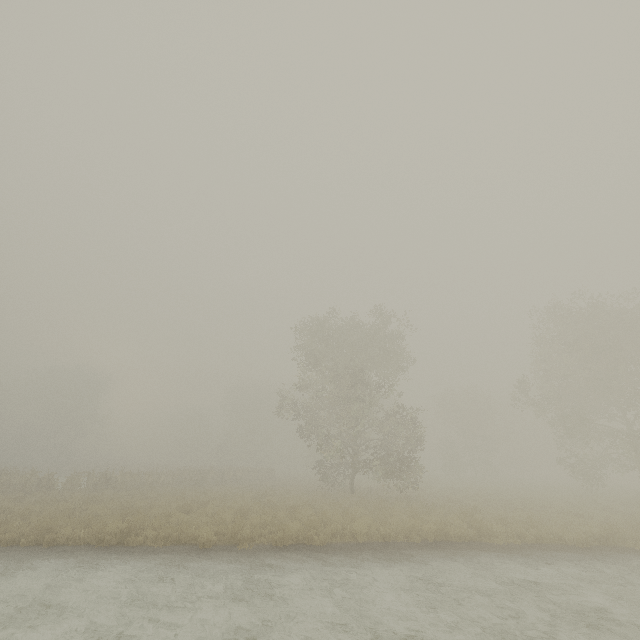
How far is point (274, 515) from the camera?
14.0m
